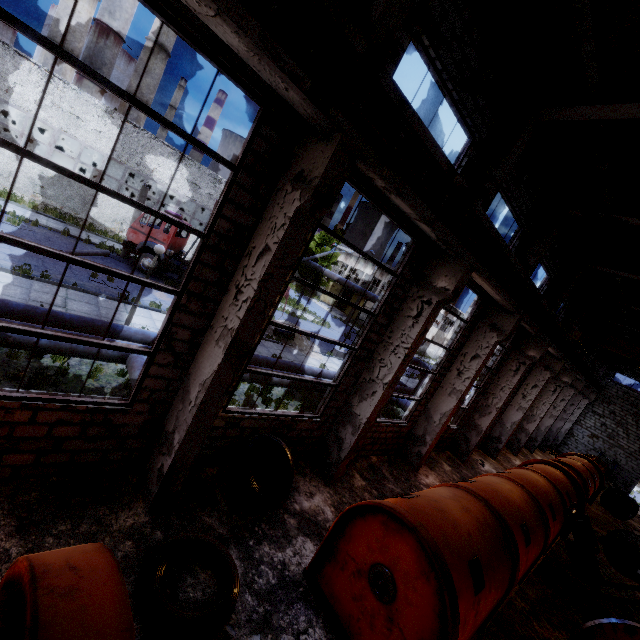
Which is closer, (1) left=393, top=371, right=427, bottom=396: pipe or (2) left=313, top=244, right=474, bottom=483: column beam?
(2) left=313, top=244, right=474, bottom=483: column beam

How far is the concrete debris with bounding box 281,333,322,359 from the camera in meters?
20.2 m

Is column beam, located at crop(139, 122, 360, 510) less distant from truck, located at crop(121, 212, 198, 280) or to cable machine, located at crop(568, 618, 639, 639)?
cable machine, located at crop(568, 618, 639, 639)

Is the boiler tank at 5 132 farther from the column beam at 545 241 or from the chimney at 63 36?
the column beam at 545 241

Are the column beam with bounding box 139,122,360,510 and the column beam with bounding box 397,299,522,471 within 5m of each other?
no

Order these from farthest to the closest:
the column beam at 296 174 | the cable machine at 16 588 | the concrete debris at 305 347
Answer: the concrete debris at 305 347, the column beam at 296 174, the cable machine at 16 588

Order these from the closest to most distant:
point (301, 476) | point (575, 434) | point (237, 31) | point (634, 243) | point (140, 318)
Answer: point (237, 31), point (301, 476), point (634, 243), point (140, 318), point (575, 434)

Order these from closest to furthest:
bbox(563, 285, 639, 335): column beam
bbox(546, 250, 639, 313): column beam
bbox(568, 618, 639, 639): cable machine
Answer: bbox(568, 618, 639, 639): cable machine → bbox(546, 250, 639, 313): column beam → bbox(563, 285, 639, 335): column beam
